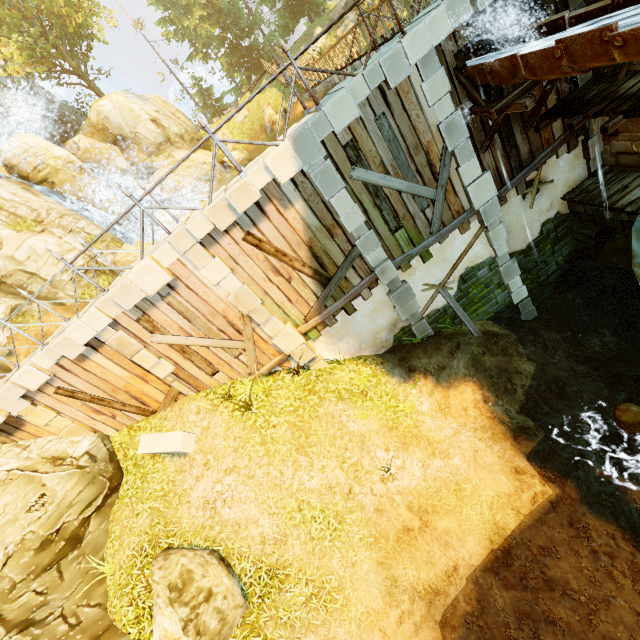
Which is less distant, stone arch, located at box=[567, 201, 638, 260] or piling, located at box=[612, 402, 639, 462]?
piling, located at box=[612, 402, 639, 462]

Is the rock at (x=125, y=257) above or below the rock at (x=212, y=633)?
above

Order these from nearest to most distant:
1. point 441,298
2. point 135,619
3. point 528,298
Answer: point 135,619 < point 441,298 < point 528,298

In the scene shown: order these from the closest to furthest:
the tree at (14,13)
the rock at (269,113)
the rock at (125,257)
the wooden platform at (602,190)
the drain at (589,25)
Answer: the drain at (589,25) → the wooden platform at (602,190) → the rock at (125,257) → the tree at (14,13) → the rock at (269,113)

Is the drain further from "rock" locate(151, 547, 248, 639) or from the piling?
"rock" locate(151, 547, 248, 639)

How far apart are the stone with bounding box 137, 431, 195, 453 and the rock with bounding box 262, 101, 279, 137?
26.22m

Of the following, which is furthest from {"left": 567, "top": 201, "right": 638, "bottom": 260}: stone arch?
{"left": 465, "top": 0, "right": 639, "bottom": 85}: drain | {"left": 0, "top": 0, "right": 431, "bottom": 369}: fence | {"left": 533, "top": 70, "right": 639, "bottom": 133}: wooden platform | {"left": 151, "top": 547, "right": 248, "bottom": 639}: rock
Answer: {"left": 151, "top": 547, "right": 248, "bottom": 639}: rock

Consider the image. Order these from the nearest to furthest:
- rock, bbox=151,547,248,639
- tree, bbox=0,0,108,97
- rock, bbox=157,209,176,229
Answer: rock, bbox=151,547,248,639, rock, bbox=157,209,176,229, tree, bbox=0,0,108,97
